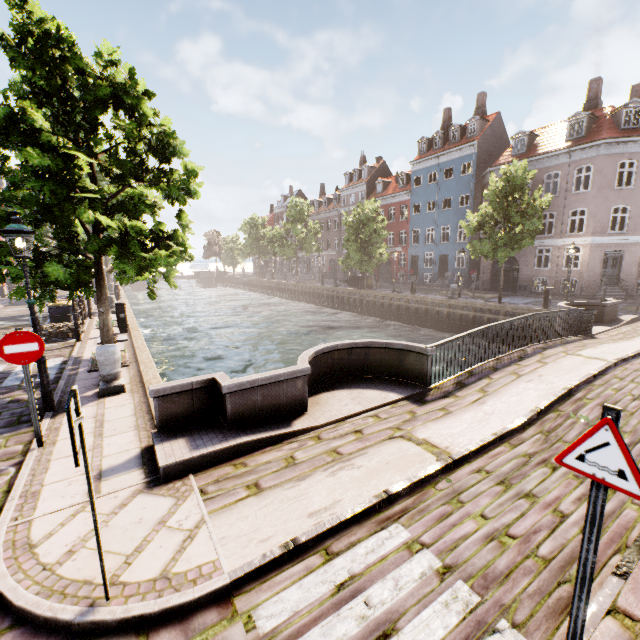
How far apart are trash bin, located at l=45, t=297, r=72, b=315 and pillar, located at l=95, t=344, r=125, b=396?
9.3m

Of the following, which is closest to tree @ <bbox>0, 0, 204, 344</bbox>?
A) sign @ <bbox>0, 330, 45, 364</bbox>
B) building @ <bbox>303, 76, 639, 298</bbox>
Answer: sign @ <bbox>0, 330, 45, 364</bbox>

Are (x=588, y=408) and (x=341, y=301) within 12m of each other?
no

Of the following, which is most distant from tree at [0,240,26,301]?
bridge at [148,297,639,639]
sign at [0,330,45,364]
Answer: bridge at [148,297,639,639]

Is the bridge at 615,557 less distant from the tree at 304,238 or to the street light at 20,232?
the tree at 304,238

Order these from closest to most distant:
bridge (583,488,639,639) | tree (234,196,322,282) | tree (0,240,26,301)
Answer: bridge (583,488,639,639) → tree (0,240,26,301) → tree (234,196,322,282)

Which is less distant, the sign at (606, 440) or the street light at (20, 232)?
the sign at (606, 440)

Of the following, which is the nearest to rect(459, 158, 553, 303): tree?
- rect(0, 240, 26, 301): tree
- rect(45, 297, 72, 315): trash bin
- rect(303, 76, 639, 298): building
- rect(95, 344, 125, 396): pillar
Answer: rect(0, 240, 26, 301): tree
